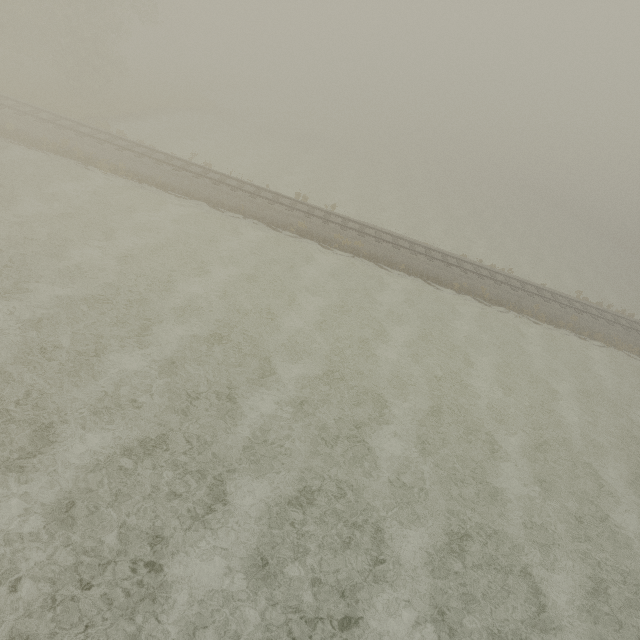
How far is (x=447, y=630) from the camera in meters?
8.7 m
